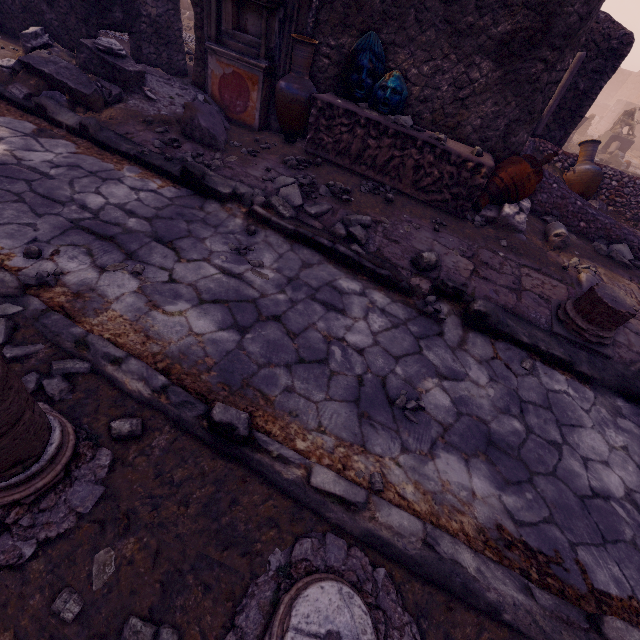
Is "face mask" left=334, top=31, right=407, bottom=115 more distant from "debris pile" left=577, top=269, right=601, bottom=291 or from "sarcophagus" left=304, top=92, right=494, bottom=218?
"debris pile" left=577, top=269, right=601, bottom=291

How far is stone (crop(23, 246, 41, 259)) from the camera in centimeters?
253cm

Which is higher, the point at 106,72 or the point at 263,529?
the point at 106,72

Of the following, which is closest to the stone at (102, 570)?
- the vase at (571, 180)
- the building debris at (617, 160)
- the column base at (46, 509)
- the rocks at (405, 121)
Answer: the column base at (46, 509)

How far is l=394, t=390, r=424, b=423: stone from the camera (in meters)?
2.38

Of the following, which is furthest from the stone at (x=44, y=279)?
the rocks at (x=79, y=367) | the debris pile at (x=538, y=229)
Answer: the debris pile at (x=538, y=229)

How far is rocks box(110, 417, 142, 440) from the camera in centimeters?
167cm

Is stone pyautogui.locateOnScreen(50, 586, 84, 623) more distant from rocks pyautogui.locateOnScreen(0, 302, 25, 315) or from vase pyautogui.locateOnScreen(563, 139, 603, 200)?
vase pyautogui.locateOnScreen(563, 139, 603, 200)
